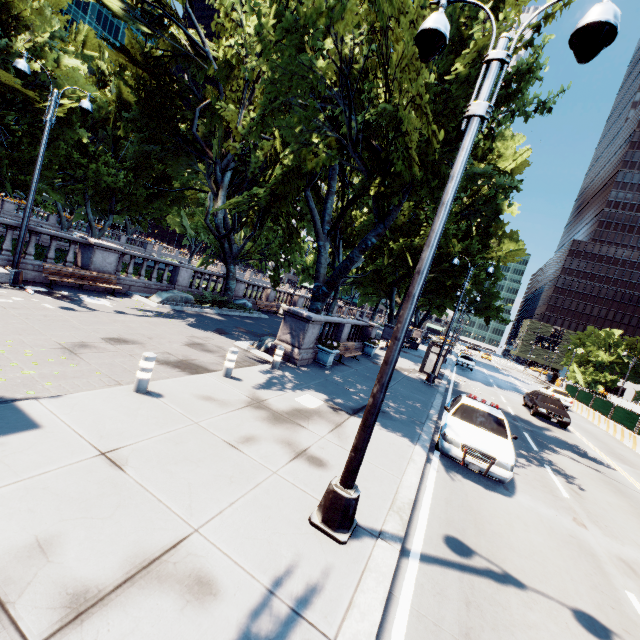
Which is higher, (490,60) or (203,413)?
(490,60)

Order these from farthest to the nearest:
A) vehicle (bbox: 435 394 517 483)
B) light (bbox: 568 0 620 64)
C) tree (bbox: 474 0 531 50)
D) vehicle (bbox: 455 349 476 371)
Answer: vehicle (bbox: 455 349 476 371) < tree (bbox: 474 0 531 50) < vehicle (bbox: 435 394 517 483) < light (bbox: 568 0 620 64)

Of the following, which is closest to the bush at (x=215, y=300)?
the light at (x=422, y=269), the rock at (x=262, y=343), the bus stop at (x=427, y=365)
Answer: the rock at (x=262, y=343)

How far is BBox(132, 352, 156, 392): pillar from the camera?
6.5m

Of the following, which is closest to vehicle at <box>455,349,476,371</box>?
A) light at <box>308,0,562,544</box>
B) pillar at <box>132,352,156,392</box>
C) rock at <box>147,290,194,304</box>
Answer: rock at <box>147,290,194,304</box>

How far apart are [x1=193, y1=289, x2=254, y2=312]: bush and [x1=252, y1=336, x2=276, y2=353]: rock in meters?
6.4 m

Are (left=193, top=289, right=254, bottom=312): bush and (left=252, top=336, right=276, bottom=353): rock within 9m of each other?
yes

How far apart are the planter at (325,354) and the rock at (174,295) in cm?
846
